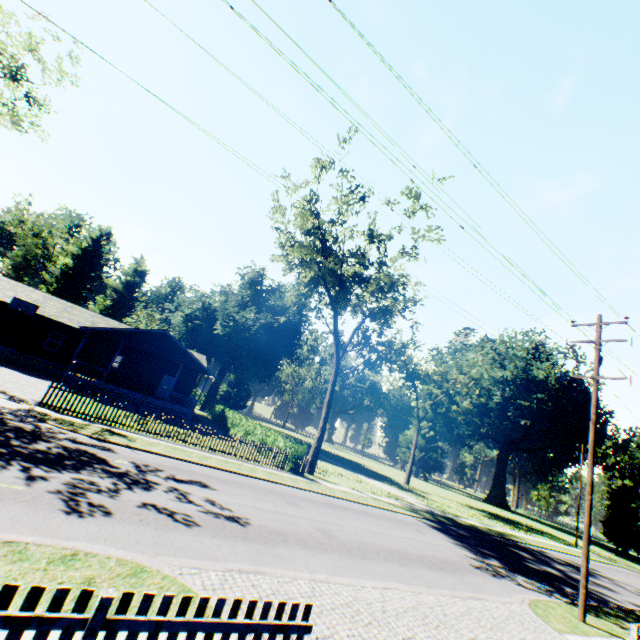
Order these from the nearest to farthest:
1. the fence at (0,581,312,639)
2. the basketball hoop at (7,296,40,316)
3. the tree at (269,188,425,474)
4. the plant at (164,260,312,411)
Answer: the fence at (0,581,312,639), the tree at (269,188,425,474), the basketball hoop at (7,296,40,316), the plant at (164,260,312,411)

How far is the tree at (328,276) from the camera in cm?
2239

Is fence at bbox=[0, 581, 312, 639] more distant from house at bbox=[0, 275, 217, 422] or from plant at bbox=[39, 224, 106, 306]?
house at bbox=[0, 275, 217, 422]

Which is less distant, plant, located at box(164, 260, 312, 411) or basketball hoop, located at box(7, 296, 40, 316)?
basketball hoop, located at box(7, 296, 40, 316)

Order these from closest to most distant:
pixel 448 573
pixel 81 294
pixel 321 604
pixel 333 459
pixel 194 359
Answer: pixel 321 604 → pixel 448 573 → pixel 194 359 → pixel 333 459 → pixel 81 294

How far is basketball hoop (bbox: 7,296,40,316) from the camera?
25.8 meters

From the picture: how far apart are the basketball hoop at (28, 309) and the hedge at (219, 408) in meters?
19.0

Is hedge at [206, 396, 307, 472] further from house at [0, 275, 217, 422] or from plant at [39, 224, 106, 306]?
plant at [39, 224, 106, 306]
